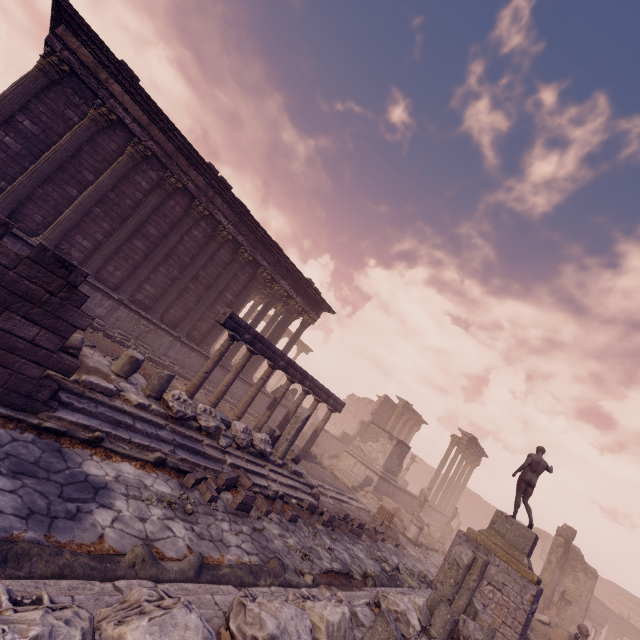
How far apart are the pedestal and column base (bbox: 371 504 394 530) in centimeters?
309cm

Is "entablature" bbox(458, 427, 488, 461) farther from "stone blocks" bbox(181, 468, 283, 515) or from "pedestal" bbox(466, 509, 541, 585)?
"stone blocks" bbox(181, 468, 283, 515)

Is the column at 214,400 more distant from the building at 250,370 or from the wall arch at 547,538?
the wall arch at 547,538

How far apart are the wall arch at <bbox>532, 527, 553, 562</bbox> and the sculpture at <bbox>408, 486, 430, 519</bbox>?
26.3 meters

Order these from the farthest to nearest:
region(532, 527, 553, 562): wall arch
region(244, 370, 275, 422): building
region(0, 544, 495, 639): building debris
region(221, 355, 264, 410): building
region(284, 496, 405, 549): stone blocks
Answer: region(532, 527, 553, 562): wall arch → region(244, 370, 275, 422): building → region(221, 355, 264, 410): building → region(284, 496, 405, 549): stone blocks → region(0, 544, 495, 639): building debris

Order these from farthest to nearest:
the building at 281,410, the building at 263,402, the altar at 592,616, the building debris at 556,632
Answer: the building at 281,410
the altar at 592,616
the building at 263,402
the building debris at 556,632

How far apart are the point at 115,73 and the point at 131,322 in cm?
852

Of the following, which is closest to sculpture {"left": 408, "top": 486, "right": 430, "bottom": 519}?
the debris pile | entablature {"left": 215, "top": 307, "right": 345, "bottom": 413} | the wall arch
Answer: the debris pile
